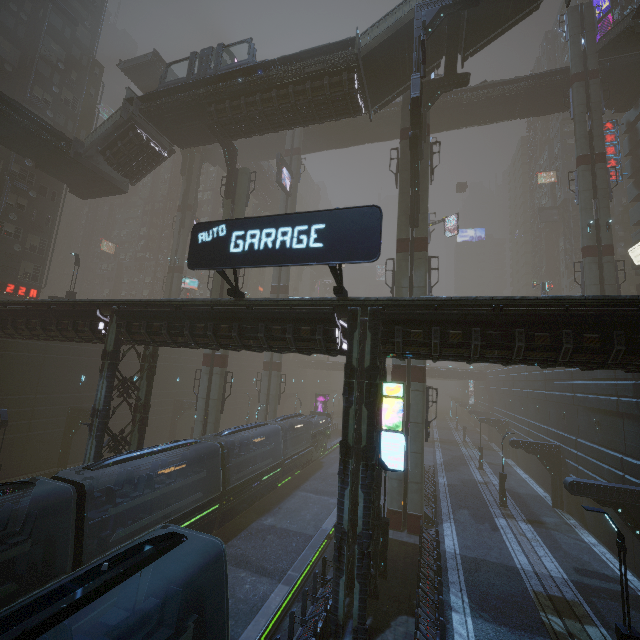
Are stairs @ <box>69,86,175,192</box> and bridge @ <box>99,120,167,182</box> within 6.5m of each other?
yes

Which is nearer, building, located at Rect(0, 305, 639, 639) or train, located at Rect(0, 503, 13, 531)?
train, located at Rect(0, 503, 13, 531)

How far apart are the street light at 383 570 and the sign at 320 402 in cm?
3519

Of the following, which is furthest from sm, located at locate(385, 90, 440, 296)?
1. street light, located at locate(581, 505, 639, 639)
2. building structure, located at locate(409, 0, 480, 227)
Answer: street light, located at locate(581, 505, 639, 639)

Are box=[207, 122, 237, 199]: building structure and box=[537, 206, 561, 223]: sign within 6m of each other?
no

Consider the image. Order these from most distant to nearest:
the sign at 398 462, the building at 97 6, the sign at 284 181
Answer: the sign at 284 181 < the building at 97 6 < the sign at 398 462

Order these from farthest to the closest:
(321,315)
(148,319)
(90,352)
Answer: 1. (90,352)
2. (148,319)
3. (321,315)

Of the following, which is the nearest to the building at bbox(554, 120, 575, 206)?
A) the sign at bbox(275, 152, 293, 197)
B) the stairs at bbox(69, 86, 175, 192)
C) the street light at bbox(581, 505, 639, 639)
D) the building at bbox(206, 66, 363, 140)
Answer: the street light at bbox(581, 505, 639, 639)
